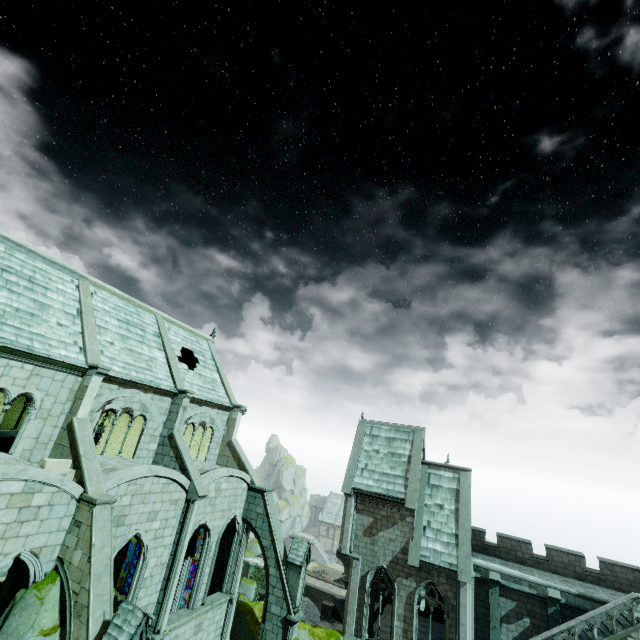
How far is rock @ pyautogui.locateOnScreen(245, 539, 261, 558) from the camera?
51.7 meters

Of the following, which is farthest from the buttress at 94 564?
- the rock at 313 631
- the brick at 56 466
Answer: the rock at 313 631

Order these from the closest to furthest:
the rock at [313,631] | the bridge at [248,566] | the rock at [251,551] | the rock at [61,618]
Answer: the rock at [61,618]
the rock at [313,631]
the bridge at [248,566]
the rock at [251,551]

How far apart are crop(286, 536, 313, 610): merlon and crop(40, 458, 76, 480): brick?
13.22m

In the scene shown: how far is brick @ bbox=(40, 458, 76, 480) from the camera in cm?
1252

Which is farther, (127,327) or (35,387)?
(127,327)

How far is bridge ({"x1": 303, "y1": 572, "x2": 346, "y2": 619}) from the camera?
42.6 meters
